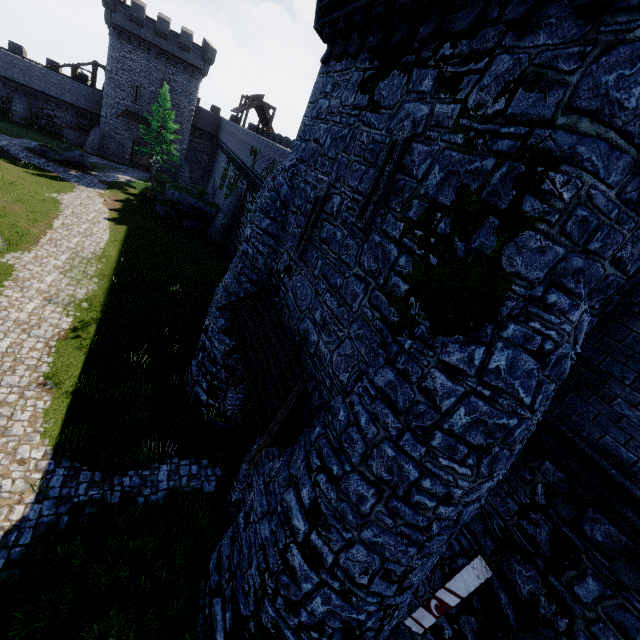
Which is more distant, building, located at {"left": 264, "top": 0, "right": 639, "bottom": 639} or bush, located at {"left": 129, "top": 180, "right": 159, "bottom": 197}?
bush, located at {"left": 129, "top": 180, "right": 159, "bottom": 197}

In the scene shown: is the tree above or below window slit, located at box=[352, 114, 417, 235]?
below

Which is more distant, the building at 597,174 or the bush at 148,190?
the bush at 148,190

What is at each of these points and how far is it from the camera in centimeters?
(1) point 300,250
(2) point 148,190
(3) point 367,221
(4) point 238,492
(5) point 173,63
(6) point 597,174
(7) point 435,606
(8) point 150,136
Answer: (1) window slit, 888cm
(2) bush, 3394cm
(3) window slit, 641cm
(4) building, 984cm
(5) building, 3934cm
(6) building, 348cm
(7) flag, 644cm
(8) tree, 3631cm

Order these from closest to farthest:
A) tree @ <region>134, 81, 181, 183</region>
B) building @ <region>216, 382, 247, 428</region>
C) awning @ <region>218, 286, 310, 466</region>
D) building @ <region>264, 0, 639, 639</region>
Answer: building @ <region>264, 0, 639, 639</region> → awning @ <region>218, 286, 310, 466</region> → building @ <region>216, 382, 247, 428</region> → tree @ <region>134, 81, 181, 183</region>

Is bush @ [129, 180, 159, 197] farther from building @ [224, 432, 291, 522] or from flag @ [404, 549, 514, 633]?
flag @ [404, 549, 514, 633]

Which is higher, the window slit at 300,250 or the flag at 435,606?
the window slit at 300,250

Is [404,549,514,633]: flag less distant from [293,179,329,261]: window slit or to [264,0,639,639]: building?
[264,0,639,639]: building
